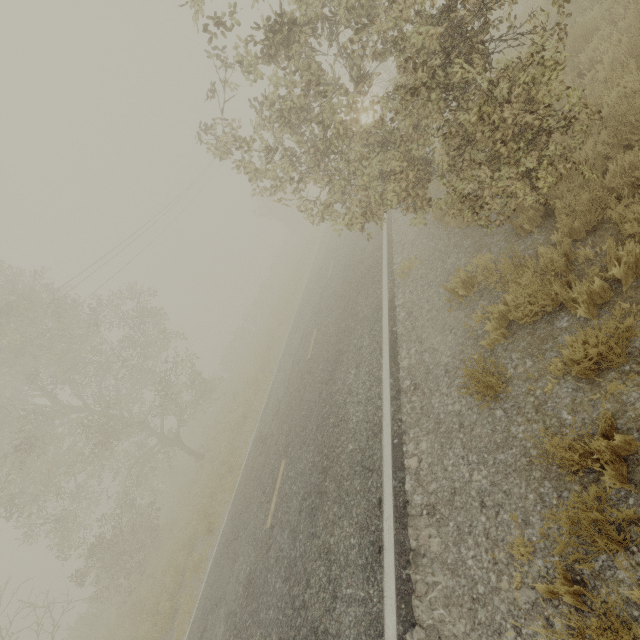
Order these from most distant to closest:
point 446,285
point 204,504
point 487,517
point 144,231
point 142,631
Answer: point 144,231 < point 204,504 < point 142,631 < point 446,285 < point 487,517

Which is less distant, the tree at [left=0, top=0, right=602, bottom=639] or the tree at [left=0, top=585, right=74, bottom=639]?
the tree at [left=0, top=0, right=602, bottom=639]

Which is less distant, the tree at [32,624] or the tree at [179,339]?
the tree at [179,339]
